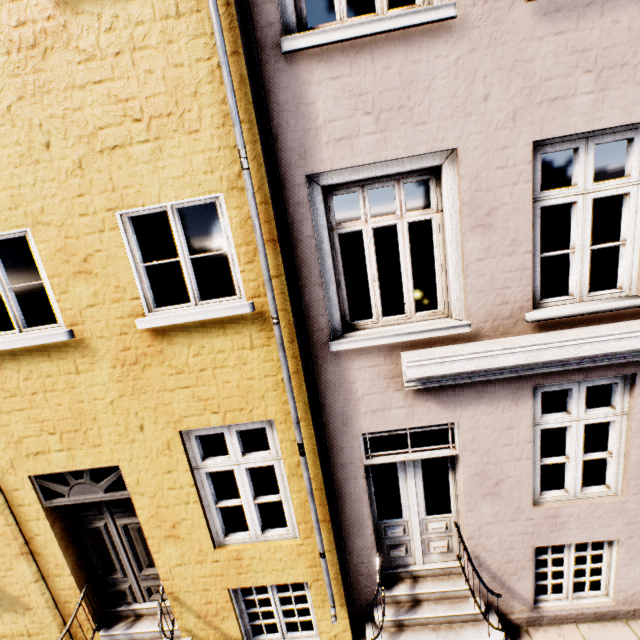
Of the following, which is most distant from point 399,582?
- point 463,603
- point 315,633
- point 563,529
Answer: point 563,529
